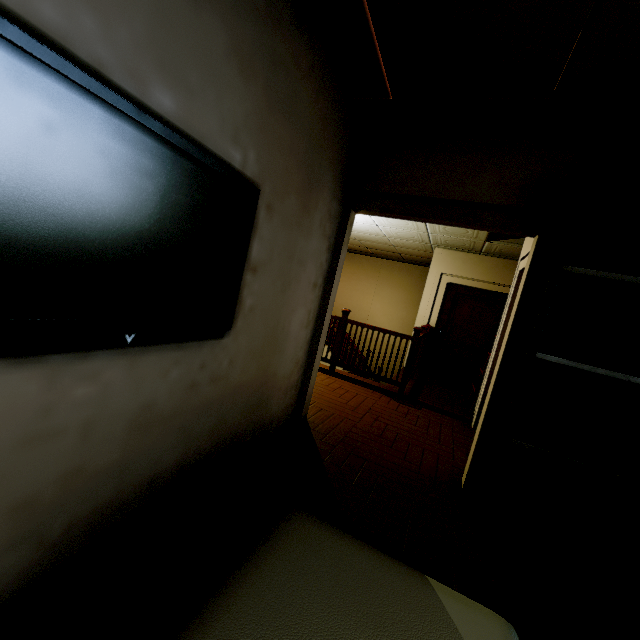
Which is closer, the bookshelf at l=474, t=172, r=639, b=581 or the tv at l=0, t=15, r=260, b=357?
the tv at l=0, t=15, r=260, b=357

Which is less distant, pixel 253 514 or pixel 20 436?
pixel 20 436

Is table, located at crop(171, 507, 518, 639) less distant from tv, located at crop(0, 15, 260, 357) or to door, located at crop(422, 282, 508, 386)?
tv, located at crop(0, 15, 260, 357)

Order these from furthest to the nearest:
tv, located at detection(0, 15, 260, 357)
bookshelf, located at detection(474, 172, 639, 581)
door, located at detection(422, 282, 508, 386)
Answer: door, located at detection(422, 282, 508, 386)
bookshelf, located at detection(474, 172, 639, 581)
tv, located at detection(0, 15, 260, 357)

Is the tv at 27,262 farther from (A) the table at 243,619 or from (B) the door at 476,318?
(B) the door at 476,318

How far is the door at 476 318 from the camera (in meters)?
6.87

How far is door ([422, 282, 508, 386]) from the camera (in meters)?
6.87

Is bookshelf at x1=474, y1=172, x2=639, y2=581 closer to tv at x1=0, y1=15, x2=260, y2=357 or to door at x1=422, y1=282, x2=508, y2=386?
tv at x1=0, y1=15, x2=260, y2=357
